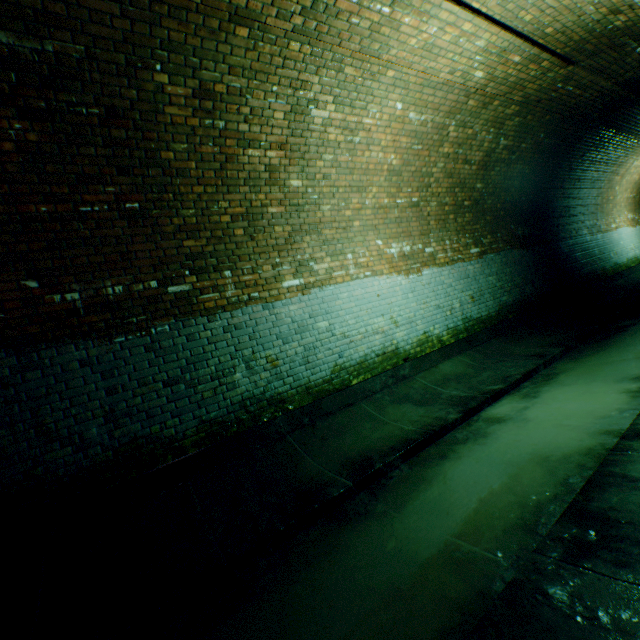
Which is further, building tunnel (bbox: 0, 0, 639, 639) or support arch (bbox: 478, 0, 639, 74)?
support arch (bbox: 478, 0, 639, 74)

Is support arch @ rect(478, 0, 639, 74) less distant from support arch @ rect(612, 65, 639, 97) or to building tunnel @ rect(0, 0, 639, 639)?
building tunnel @ rect(0, 0, 639, 639)

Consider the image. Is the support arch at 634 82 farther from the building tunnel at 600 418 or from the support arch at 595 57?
the support arch at 595 57

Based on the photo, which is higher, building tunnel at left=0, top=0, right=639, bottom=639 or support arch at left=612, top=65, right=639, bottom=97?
support arch at left=612, top=65, right=639, bottom=97

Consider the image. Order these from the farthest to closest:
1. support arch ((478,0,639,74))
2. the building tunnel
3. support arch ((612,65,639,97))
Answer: support arch ((612,65,639,97)), support arch ((478,0,639,74)), the building tunnel

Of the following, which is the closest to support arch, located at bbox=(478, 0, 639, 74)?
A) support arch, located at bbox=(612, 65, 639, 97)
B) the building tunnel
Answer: the building tunnel

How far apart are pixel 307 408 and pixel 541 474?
2.77m

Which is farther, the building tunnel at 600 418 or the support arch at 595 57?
the support arch at 595 57
